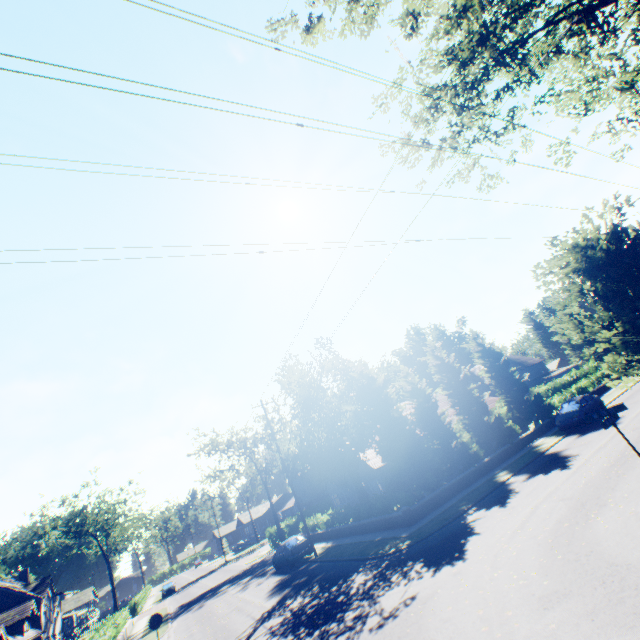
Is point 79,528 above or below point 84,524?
below

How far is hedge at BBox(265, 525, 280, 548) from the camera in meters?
41.8 m

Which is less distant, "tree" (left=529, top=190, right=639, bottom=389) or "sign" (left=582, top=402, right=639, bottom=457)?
"tree" (left=529, top=190, right=639, bottom=389)

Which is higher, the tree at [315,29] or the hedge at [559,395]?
the tree at [315,29]

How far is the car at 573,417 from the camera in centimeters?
2194cm

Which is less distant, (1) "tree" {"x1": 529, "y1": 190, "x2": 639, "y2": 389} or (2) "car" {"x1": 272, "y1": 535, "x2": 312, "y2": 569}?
(1) "tree" {"x1": 529, "y1": 190, "x2": 639, "y2": 389}

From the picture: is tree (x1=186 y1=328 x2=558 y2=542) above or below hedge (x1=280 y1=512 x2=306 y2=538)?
above
